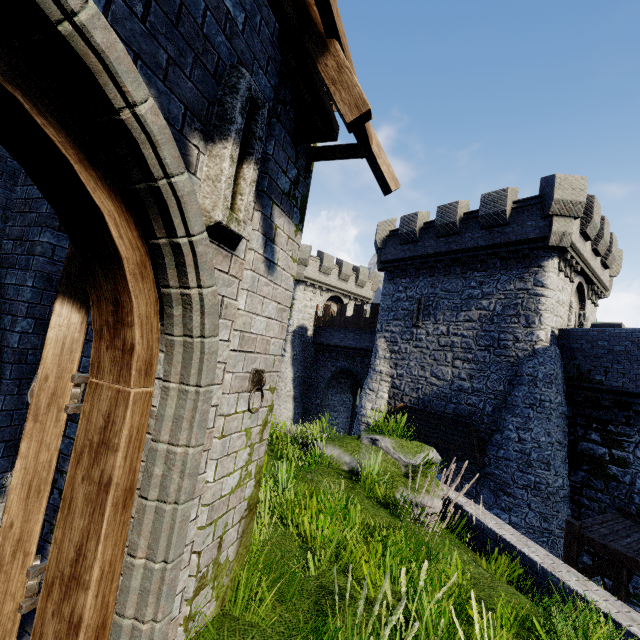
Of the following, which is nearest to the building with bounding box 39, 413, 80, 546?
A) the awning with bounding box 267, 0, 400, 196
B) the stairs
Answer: the awning with bounding box 267, 0, 400, 196

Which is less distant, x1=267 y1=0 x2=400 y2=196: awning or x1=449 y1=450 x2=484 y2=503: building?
x1=267 y1=0 x2=400 y2=196: awning

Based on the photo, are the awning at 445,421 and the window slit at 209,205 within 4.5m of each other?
no

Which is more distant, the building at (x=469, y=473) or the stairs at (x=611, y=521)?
the building at (x=469, y=473)

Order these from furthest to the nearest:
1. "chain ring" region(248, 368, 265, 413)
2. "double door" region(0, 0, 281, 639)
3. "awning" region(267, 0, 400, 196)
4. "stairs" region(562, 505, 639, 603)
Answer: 1. "stairs" region(562, 505, 639, 603)
2. "chain ring" region(248, 368, 265, 413)
3. "awning" region(267, 0, 400, 196)
4. "double door" region(0, 0, 281, 639)

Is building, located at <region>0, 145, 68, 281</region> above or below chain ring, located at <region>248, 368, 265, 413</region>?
above

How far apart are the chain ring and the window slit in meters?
1.1 m

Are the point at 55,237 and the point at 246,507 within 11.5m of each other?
yes
